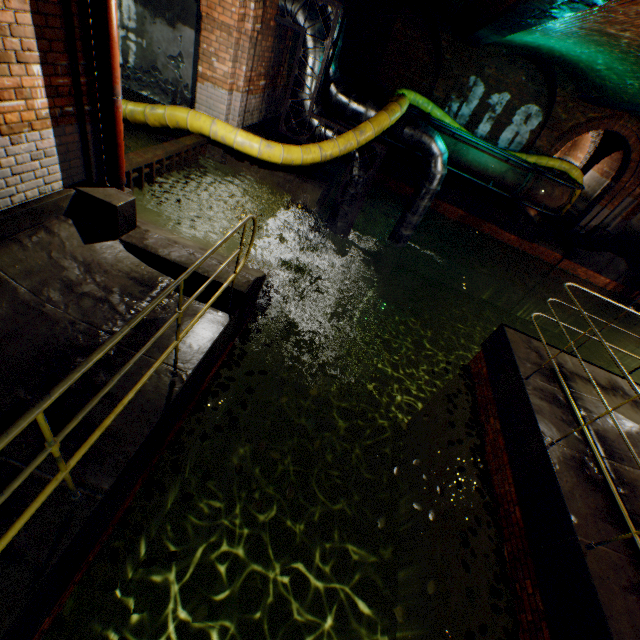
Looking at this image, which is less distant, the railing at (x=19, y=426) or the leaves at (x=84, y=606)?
the railing at (x=19, y=426)

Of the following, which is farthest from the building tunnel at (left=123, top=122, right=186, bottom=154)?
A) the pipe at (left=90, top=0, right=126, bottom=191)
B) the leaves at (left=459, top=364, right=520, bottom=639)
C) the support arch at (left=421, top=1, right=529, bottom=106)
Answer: the support arch at (left=421, top=1, right=529, bottom=106)

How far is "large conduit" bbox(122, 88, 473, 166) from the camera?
6.6m

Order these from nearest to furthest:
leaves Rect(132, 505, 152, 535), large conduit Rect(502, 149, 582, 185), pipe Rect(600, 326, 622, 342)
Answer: leaves Rect(132, 505, 152, 535) → large conduit Rect(502, 149, 582, 185) → pipe Rect(600, 326, 622, 342)

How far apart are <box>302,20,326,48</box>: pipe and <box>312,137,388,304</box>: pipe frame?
0.04m

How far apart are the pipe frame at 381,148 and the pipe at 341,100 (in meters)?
0.28

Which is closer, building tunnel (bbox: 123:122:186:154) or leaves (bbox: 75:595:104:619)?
leaves (bbox: 75:595:104:619)

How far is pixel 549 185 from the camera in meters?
11.7
